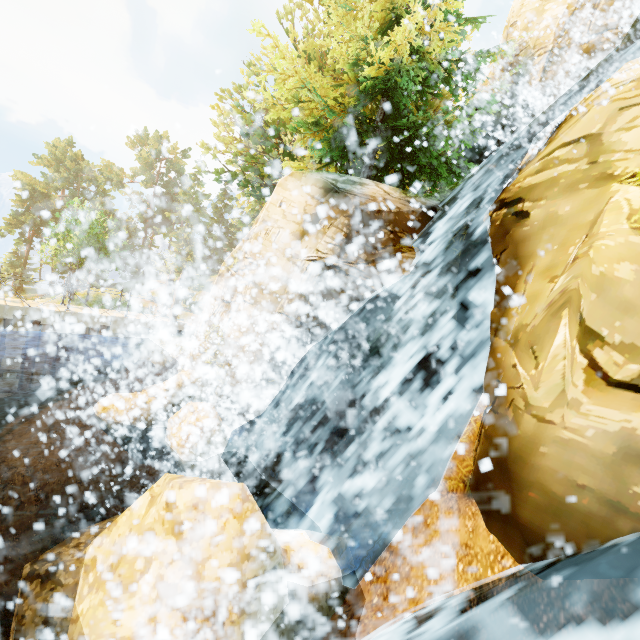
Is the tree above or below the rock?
above

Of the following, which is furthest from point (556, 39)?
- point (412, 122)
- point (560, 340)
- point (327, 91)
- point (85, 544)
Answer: point (85, 544)

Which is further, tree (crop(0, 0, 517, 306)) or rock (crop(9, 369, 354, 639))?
tree (crop(0, 0, 517, 306))

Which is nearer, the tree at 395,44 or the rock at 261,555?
the rock at 261,555

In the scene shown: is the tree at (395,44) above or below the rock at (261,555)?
above
